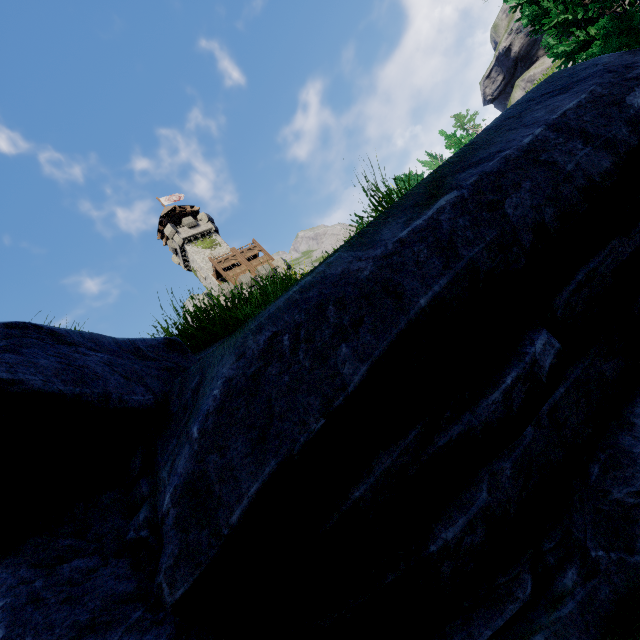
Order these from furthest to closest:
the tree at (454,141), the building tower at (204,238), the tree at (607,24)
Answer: the building tower at (204,238), the tree at (454,141), the tree at (607,24)

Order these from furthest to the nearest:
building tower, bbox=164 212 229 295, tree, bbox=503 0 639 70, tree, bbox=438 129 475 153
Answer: building tower, bbox=164 212 229 295
tree, bbox=438 129 475 153
tree, bbox=503 0 639 70

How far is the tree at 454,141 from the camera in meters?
15.2 m

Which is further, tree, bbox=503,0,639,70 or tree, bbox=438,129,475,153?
tree, bbox=438,129,475,153

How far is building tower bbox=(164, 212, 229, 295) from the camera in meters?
42.7 m

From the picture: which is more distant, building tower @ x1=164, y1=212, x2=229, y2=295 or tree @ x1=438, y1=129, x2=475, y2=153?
building tower @ x1=164, y1=212, x2=229, y2=295

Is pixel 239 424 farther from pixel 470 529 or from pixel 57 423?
pixel 470 529
